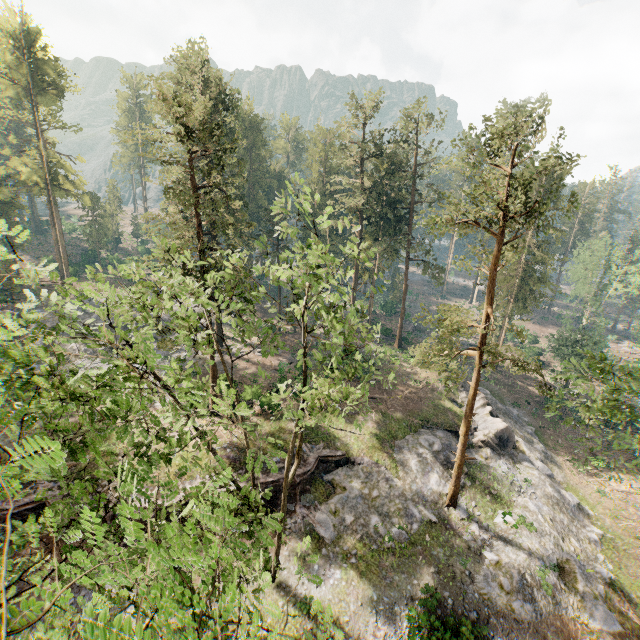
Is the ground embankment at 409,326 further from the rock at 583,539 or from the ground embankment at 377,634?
the ground embankment at 377,634

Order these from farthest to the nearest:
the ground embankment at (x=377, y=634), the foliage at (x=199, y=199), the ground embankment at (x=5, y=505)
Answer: the ground embankment at (x=5, y=505), the ground embankment at (x=377, y=634), the foliage at (x=199, y=199)

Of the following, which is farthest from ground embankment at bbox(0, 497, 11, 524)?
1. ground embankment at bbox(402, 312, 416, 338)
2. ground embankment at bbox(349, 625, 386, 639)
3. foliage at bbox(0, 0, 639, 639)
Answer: ground embankment at bbox(402, 312, 416, 338)

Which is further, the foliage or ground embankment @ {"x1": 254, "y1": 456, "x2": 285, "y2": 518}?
ground embankment @ {"x1": 254, "y1": 456, "x2": 285, "y2": 518}

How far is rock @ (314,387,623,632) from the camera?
19.0 meters

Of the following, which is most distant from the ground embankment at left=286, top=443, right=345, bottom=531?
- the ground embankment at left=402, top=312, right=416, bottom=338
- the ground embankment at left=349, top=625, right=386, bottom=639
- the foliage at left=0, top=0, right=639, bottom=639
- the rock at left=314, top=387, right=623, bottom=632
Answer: the ground embankment at left=402, top=312, right=416, bottom=338

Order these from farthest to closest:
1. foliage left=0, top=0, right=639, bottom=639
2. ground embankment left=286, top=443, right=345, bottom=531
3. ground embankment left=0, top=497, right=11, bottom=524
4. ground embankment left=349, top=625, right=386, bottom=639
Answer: ground embankment left=286, top=443, right=345, bottom=531
ground embankment left=0, top=497, right=11, bottom=524
ground embankment left=349, top=625, right=386, bottom=639
foliage left=0, top=0, right=639, bottom=639

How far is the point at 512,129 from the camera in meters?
14.6 m
